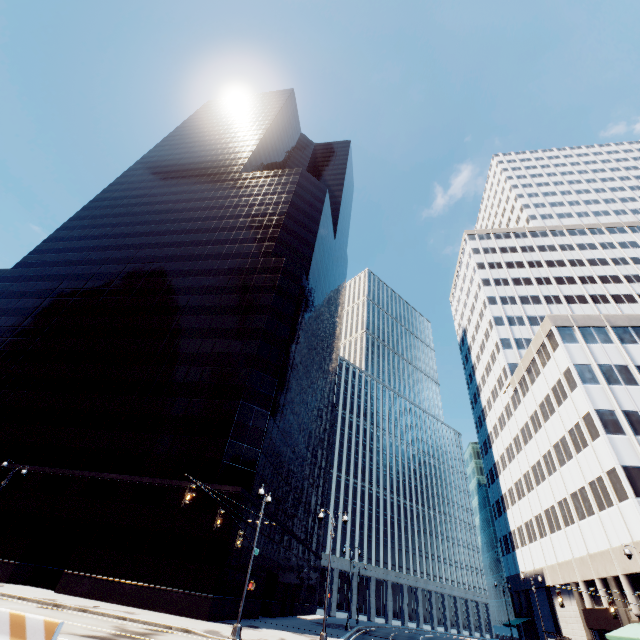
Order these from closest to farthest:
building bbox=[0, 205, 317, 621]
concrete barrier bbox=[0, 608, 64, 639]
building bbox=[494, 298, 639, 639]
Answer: concrete barrier bbox=[0, 608, 64, 639] → building bbox=[0, 205, 317, 621] → building bbox=[494, 298, 639, 639]

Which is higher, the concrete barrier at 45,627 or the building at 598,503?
the building at 598,503

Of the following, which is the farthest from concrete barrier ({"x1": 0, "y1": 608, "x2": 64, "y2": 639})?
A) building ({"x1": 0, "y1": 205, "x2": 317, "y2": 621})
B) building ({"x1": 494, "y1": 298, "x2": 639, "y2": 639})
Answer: building ({"x1": 494, "y1": 298, "x2": 639, "y2": 639})

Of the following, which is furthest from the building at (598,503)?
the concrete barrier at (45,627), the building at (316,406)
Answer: the concrete barrier at (45,627)

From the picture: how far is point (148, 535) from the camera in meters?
26.0 m

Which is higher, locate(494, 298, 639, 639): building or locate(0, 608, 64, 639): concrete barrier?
locate(494, 298, 639, 639): building
